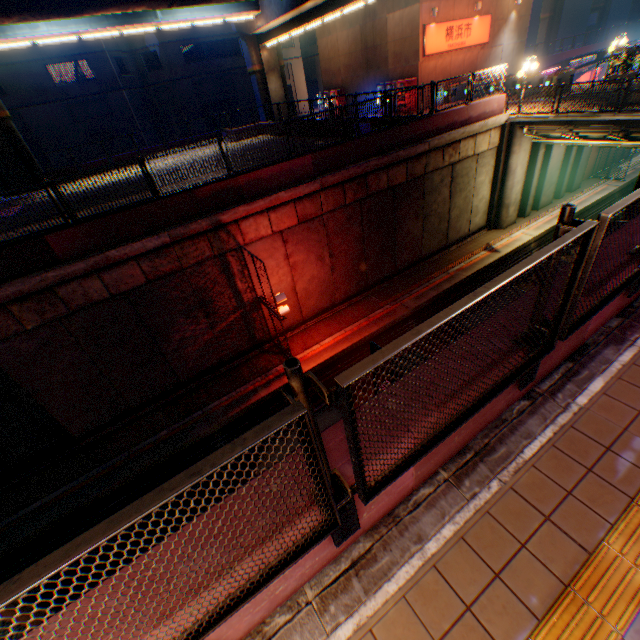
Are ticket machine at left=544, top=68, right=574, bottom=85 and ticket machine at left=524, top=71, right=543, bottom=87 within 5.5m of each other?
yes

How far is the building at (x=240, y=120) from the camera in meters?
39.7 m

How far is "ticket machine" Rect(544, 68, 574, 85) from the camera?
18.4 meters

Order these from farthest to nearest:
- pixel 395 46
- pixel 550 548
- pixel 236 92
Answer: pixel 236 92
pixel 395 46
pixel 550 548

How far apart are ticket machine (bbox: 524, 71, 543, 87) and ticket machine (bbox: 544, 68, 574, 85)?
1.2 meters

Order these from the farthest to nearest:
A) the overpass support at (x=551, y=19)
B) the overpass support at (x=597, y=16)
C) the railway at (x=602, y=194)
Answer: the overpass support at (x=597, y=16)
the overpass support at (x=551, y=19)
the railway at (x=602, y=194)

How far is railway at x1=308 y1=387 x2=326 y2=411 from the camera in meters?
12.8 m

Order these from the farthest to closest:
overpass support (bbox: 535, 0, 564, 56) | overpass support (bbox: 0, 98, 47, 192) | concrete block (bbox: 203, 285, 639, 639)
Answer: overpass support (bbox: 535, 0, 564, 56)
overpass support (bbox: 0, 98, 47, 192)
concrete block (bbox: 203, 285, 639, 639)
